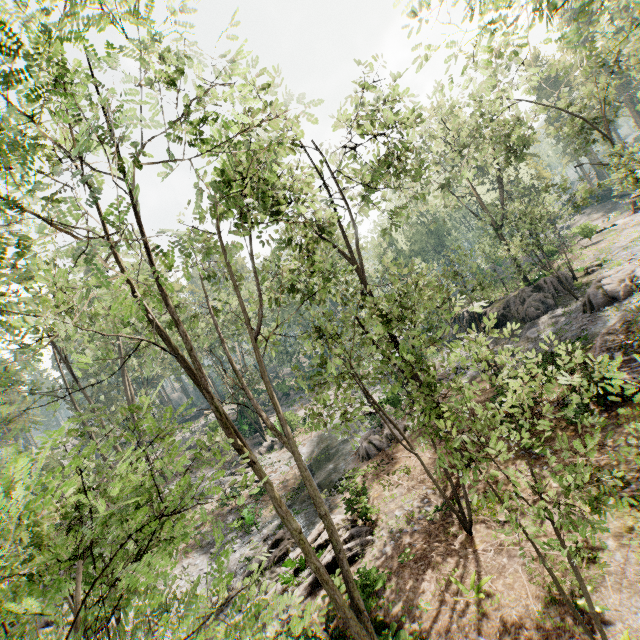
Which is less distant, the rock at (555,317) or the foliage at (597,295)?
the foliage at (597,295)

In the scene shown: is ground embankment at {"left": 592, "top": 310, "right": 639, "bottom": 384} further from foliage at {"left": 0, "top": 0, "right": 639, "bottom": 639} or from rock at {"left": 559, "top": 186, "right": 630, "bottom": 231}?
rock at {"left": 559, "top": 186, "right": 630, "bottom": 231}

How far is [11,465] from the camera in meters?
2.5 m

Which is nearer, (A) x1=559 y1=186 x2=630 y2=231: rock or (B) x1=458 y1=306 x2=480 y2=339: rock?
(B) x1=458 y1=306 x2=480 y2=339: rock

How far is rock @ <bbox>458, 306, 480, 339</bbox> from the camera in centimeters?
3206cm

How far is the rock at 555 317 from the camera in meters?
23.8 m

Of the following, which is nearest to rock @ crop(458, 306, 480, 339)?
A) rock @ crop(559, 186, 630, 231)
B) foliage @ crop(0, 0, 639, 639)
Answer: foliage @ crop(0, 0, 639, 639)

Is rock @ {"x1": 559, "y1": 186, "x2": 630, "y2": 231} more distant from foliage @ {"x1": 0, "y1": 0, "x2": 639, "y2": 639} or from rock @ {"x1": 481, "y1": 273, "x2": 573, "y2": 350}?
rock @ {"x1": 481, "y1": 273, "x2": 573, "y2": 350}
